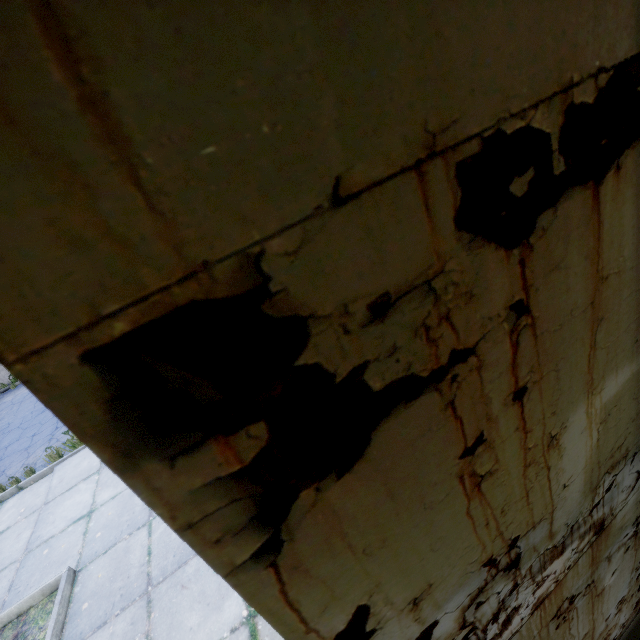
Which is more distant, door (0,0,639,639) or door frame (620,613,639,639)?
door frame (620,613,639,639)

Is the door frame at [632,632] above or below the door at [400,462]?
below

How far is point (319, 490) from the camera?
0.6 meters

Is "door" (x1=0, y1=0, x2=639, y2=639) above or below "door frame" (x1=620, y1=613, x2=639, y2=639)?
above

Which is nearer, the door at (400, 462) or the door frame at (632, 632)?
the door at (400, 462)
